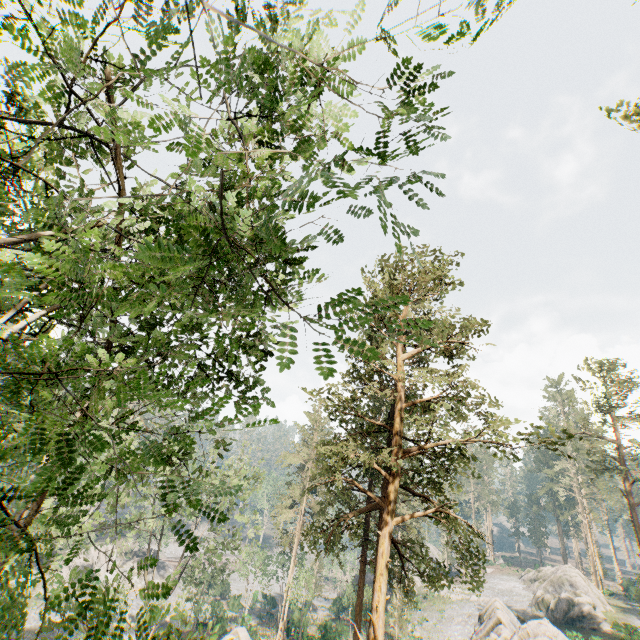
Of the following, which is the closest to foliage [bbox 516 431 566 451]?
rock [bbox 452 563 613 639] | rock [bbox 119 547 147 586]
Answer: rock [bbox 119 547 147 586]

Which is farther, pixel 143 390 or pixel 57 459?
pixel 143 390

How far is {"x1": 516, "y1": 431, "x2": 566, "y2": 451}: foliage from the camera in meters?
10.5

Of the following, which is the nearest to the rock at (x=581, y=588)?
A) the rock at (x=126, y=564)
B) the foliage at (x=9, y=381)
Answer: the foliage at (x=9, y=381)

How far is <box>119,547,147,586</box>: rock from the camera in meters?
50.1 m

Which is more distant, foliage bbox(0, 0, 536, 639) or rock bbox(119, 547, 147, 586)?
rock bbox(119, 547, 147, 586)

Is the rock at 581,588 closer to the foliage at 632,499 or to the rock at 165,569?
the foliage at 632,499
